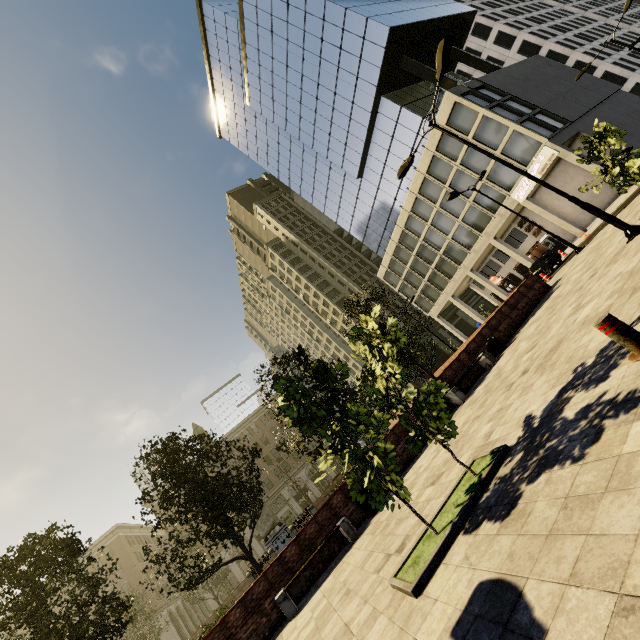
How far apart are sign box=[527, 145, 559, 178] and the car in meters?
7.3

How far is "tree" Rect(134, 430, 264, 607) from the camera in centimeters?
1167cm

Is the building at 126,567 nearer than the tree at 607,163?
No

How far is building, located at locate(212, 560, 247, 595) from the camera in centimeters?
4731cm

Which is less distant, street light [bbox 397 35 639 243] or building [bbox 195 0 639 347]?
street light [bbox 397 35 639 243]

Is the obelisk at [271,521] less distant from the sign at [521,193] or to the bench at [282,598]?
the bench at [282,598]

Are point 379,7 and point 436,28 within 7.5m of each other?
yes

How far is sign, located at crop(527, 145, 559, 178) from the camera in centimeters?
2614cm
